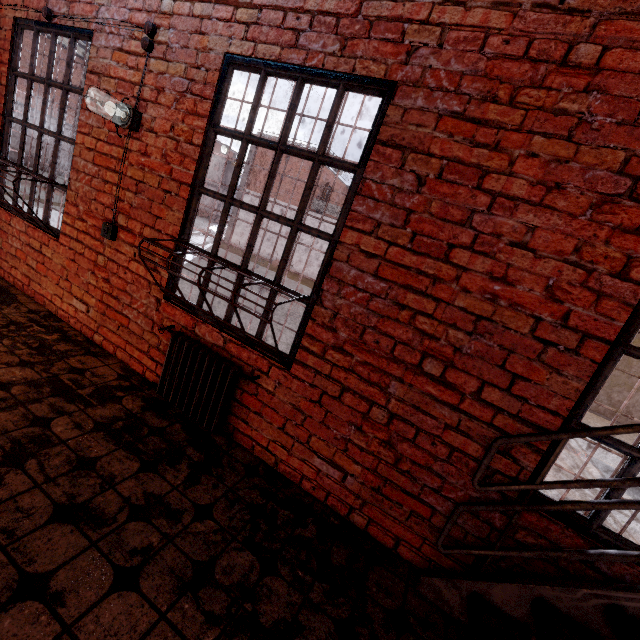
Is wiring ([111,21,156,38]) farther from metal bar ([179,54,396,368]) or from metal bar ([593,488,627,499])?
metal bar ([593,488,627,499])

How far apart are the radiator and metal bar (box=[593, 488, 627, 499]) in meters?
1.9 m

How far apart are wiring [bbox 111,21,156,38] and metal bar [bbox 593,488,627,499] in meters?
3.8

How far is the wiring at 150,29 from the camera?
2.6 meters

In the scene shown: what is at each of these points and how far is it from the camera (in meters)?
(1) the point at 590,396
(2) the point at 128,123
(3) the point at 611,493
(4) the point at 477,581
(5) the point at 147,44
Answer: (1) metal bar, 1.70
(2) light fixture, 2.72
(3) metal bar, 1.70
(4) stair, 1.83
(5) wiring, 2.62

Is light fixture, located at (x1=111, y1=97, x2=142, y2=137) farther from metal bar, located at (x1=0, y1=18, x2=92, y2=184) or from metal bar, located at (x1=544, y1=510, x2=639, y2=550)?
metal bar, located at (x1=544, y1=510, x2=639, y2=550)

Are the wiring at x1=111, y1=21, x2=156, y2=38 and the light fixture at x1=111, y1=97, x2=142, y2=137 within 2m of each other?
yes

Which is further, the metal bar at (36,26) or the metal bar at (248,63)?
the metal bar at (36,26)
